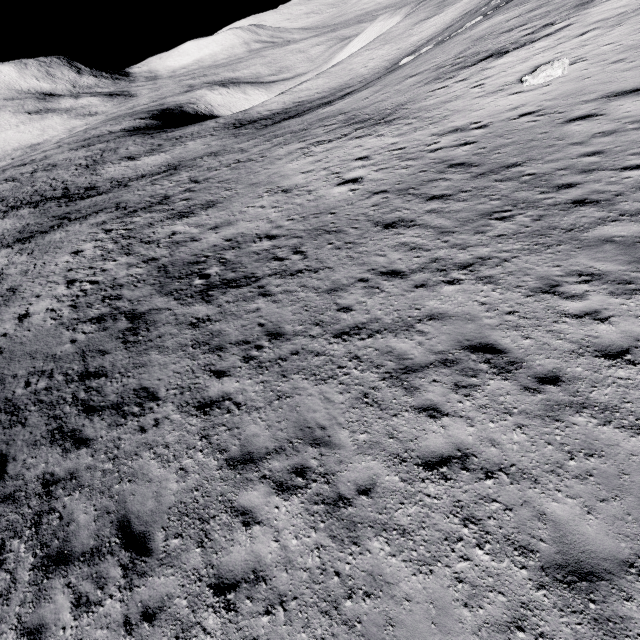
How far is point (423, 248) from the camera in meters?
10.6

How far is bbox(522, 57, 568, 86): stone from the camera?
15.66m

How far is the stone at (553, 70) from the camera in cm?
1566
